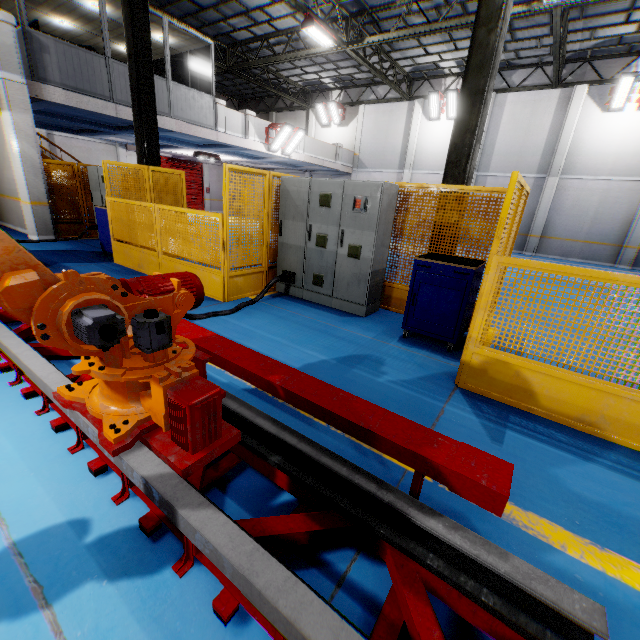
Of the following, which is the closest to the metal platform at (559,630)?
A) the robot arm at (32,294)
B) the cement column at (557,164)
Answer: the robot arm at (32,294)

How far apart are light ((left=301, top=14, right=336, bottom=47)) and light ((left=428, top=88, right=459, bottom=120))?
7.6 meters

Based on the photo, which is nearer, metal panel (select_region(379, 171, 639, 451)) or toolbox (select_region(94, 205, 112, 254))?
metal panel (select_region(379, 171, 639, 451))

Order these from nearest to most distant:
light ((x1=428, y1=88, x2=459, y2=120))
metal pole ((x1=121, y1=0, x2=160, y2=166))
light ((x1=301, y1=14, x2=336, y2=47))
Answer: metal pole ((x1=121, y1=0, x2=160, y2=166)) → light ((x1=301, y1=14, x2=336, y2=47)) → light ((x1=428, y1=88, x2=459, y2=120))

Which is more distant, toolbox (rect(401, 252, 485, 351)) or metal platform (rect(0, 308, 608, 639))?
toolbox (rect(401, 252, 485, 351))

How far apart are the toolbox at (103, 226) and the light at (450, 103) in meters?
17.4

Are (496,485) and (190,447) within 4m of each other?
yes

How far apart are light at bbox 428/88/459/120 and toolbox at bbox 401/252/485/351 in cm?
1767
